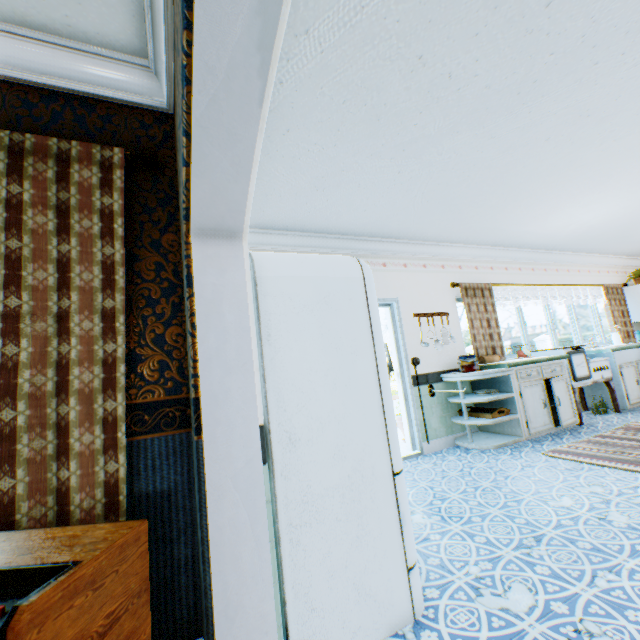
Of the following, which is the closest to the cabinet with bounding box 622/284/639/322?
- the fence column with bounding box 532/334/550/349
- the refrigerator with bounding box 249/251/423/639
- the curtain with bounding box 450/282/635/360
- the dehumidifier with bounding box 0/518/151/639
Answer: the curtain with bounding box 450/282/635/360

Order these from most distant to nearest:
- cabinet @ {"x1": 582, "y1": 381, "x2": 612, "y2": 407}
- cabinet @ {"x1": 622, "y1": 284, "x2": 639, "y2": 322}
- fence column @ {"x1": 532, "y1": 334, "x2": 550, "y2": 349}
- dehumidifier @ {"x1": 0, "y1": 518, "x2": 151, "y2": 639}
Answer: fence column @ {"x1": 532, "y1": 334, "x2": 550, "y2": 349} < cabinet @ {"x1": 622, "y1": 284, "x2": 639, "y2": 322} < cabinet @ {"x1": 582, "y1": 381, "x2": 612, "y2": 407} < dehumidifier @ {"x1": 0, "y1": 518, "x2": 151, "y2": 639}

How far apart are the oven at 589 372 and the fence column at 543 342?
16.6 meters

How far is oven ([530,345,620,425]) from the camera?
5.2 meters

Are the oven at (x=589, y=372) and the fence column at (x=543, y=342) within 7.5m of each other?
no

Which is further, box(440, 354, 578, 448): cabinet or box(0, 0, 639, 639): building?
box(440, 354, 578, 448): cabinet

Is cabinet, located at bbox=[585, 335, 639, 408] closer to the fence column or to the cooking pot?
the cooking pot

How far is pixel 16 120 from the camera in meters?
1.6 m
